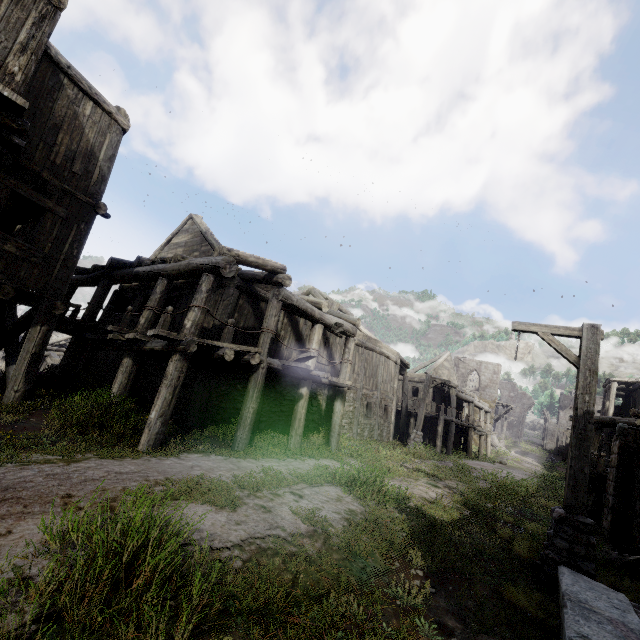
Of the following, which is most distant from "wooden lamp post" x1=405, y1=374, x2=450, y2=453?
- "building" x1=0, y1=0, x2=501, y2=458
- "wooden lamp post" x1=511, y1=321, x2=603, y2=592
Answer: "wooden lamp post" x1=511, y1=321, x2=603, y2=592

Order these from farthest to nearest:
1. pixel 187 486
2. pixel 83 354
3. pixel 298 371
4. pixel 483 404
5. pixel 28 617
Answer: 1. pixel 483 404
2. pixel 83 354
3. pixel 298 371
4. pixel 187 486
5. pixel 28 617

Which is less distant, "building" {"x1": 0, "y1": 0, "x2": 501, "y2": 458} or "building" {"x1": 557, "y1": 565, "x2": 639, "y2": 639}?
"building" {"x1": 557, "y1": 565, "x2": 639, "y2": 639}

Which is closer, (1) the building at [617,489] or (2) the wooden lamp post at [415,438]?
(1) the building at [617,489]

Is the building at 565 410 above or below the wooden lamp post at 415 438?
above

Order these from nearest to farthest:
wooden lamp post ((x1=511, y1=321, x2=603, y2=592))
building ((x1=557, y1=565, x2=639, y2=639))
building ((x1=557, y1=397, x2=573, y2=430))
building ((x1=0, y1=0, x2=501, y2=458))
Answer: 1. building ((x1=557, y1=565, x2=639, y2=639))
2. wooden lamp post ((x1=511, y1=321, x2=603, y2=592))
3. building ((x1=0, y1=0, x2=501, y2=458))
4. building ((x1=557, y1=397, x2=573, y2=430))

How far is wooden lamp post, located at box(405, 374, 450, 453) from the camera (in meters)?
16.82
